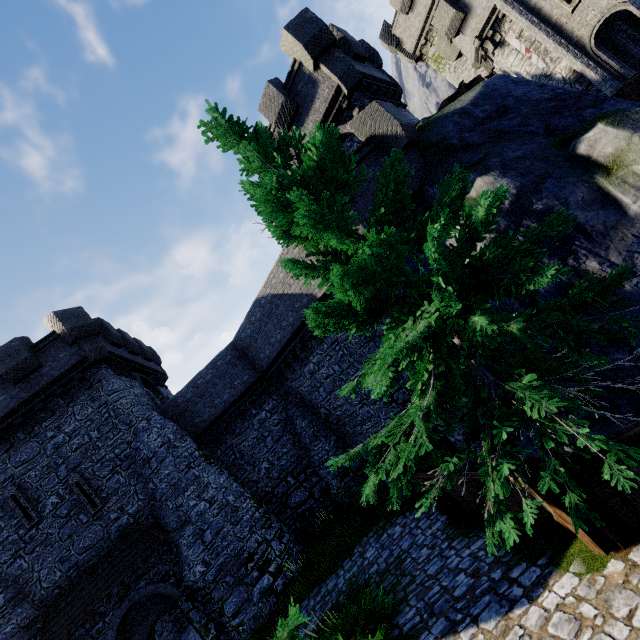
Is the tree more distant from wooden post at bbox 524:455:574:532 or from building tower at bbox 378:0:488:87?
building tower at bbox 378:0:488:87

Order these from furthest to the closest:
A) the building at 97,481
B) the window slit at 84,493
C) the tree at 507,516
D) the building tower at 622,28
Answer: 1. the building tower at 622,28
2. the window slit at 84,493
3. the building at 97,481
4. the tree at 507,516

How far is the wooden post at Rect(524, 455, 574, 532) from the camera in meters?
4.3

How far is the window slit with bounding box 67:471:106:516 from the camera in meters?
14.6

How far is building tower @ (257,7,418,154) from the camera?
13.1m

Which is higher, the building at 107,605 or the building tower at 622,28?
the building tower at 622,28

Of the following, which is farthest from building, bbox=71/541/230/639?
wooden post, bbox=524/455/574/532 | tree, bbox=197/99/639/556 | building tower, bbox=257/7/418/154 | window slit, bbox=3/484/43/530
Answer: wooden post, bbox=524/455/574/532

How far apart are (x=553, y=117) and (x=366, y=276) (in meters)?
9.69
